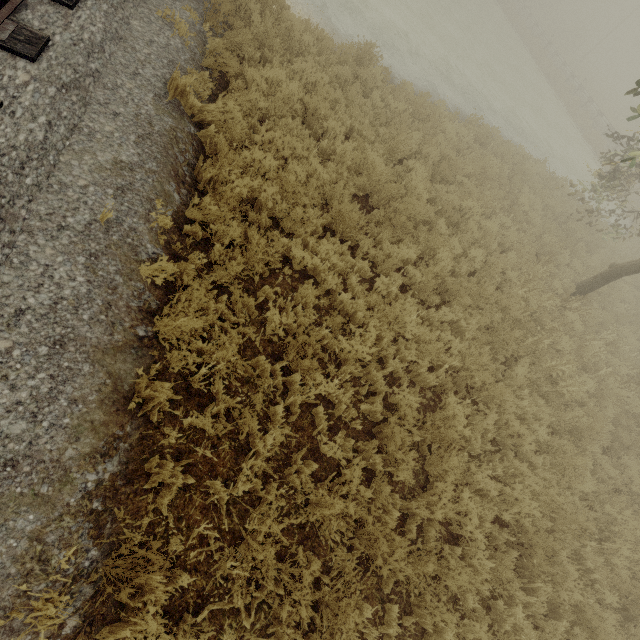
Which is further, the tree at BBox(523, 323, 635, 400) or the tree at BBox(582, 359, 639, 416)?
the tree at BBox(582, 359, 639, 416)

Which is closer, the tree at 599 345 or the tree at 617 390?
the tree at 599 345

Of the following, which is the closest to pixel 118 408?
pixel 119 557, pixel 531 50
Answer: pixel 119 557
